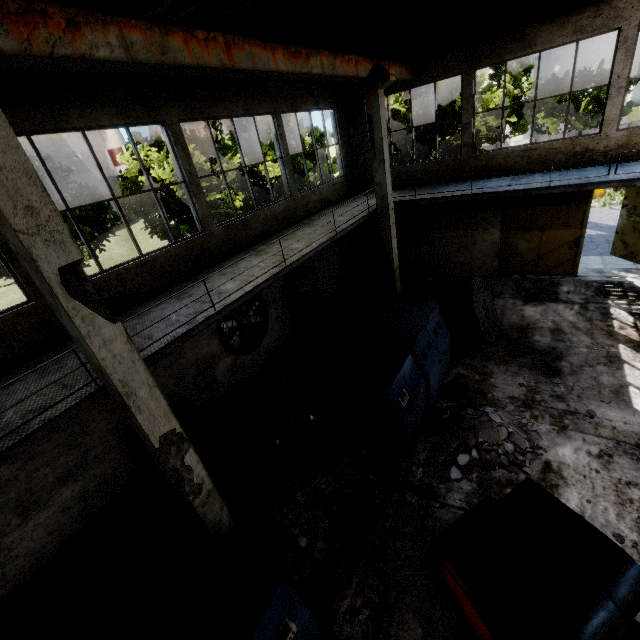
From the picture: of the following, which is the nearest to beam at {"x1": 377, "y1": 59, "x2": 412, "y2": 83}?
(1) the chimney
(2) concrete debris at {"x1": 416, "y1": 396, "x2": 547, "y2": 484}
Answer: (2) concrete debris at {"x1": 416, "y1": 396, "x2": 547, "y2": 484}

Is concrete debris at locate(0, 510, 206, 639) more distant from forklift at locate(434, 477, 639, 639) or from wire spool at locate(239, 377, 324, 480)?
forklift at locate(434, 477, 639, 639)

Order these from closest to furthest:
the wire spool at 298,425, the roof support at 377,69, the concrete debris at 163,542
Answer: the concrete debris at 163,542
the roof support at 377,69
the wire spool at 298,425

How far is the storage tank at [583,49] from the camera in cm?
4134

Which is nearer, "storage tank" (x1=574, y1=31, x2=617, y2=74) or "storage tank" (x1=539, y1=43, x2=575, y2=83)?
"storage tank" (x1=574, y1=31, x2=617, y2=74)

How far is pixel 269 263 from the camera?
8.21m

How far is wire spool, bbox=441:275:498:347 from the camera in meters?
9.1

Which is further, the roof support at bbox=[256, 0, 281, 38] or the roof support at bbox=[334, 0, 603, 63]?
the roof support at bbox=[334, 0, 603, 63]
